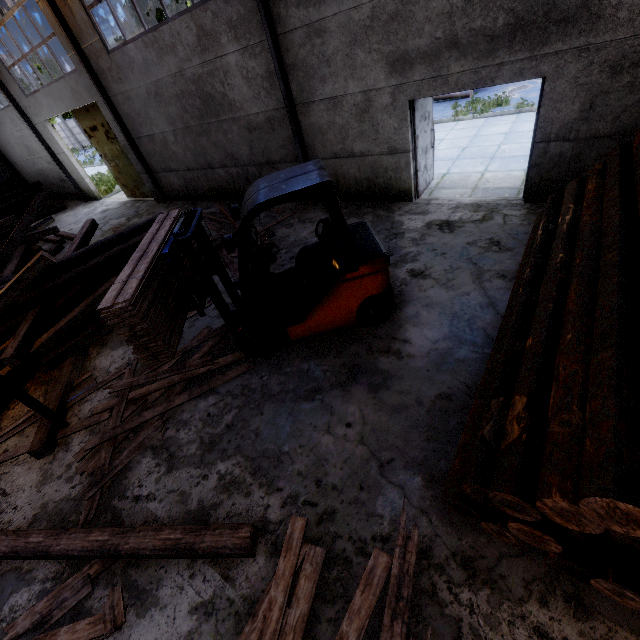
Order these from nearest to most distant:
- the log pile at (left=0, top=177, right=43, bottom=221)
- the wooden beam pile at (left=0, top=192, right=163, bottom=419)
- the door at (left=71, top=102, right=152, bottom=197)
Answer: the wooden beam pile at (left=0, top=192, right=163, bottom=419), the door at (left=71, top=102, right=152, bottom=197), the log pile at (left=0, top=177, right=43, bottom=221)

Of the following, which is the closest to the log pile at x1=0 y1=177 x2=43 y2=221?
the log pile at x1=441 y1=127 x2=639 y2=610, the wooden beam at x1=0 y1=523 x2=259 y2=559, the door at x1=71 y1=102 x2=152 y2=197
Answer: the door at x1=71 y1=102 x2=152 y2=197

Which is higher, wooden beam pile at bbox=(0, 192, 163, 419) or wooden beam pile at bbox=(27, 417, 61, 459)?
wooden beam pile at bbox=(0, 192, 163, 419)

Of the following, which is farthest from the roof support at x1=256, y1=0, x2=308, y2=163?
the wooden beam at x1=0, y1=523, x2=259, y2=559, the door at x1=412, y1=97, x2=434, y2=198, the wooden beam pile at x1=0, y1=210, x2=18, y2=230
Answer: the wooden beam pile at x1=0, y1=210, x2=18, y2=230

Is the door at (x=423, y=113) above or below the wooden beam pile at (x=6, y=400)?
above

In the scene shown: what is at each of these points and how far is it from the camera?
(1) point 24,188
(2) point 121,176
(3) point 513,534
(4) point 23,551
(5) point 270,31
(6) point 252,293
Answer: (1) log pile, 18.4 meters
(2) door, 15.1 meters
(3) log pile, 2.6 meters
(4) wooden beam, 3.6 meters
(5) roof support, 7.0 meters
(6) forklift, 4.6 meters

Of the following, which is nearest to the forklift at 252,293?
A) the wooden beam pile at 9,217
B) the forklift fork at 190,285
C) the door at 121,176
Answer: the forklift fork at 190,285

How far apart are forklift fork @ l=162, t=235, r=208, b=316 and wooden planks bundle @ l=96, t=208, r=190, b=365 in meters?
0.1 m
